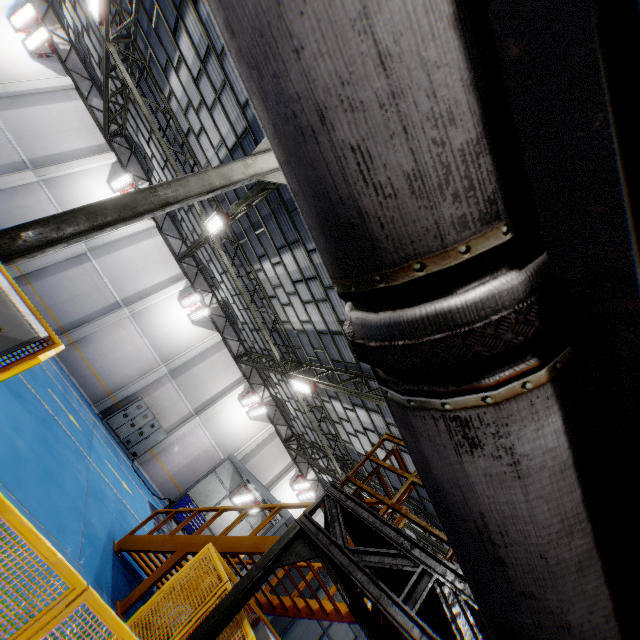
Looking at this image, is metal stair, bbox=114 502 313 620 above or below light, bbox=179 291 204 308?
below

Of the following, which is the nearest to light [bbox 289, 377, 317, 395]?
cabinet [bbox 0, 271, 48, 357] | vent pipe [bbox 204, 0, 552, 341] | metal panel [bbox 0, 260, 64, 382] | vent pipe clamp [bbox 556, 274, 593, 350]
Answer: metal panel [bbox 0, 260, 64, 382]

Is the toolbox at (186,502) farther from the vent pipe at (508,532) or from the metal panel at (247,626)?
the vent pipe at (508,532)

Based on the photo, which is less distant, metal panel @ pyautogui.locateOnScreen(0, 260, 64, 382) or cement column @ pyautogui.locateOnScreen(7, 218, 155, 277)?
metal panel @ pyautogui.locateOnScreen(0, 260, 64, 382)

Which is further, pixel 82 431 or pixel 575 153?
pixel 82 431

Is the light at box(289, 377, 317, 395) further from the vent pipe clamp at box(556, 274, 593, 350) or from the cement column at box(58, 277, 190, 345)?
the vent pipe clamp at box(556, 274, 593, 350)

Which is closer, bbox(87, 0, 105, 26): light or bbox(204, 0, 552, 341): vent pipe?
bbox(204, 0, 552, 341): vent pipe

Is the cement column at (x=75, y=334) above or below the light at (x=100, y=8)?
below
